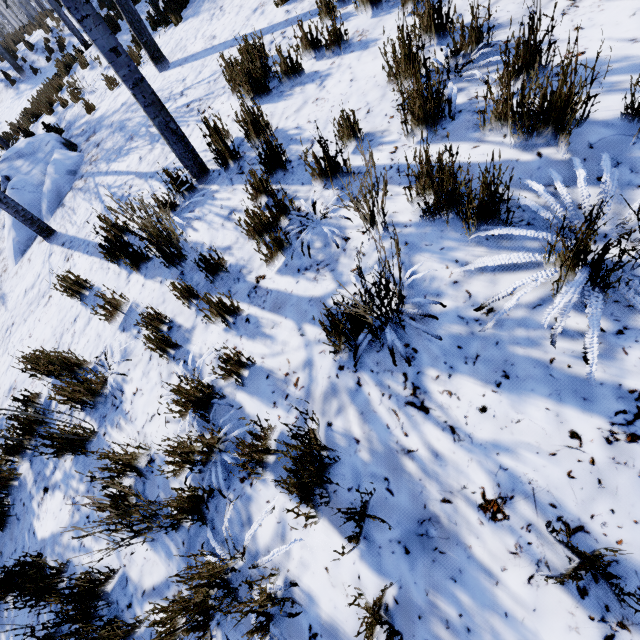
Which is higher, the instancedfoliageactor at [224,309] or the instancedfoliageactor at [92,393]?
the instancedfoliageactor at [224,309]

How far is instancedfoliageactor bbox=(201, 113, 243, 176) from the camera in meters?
3.4 m

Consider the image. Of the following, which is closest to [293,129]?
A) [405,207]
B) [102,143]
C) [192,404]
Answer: [405,207]

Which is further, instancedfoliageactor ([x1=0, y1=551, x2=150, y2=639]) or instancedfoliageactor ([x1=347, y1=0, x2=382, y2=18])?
instancedfoliageactor ([x1=347, y1=0, x2=382, y2=18])

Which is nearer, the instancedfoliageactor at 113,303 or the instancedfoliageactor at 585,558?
the instancedfoliageactor at 585,558
